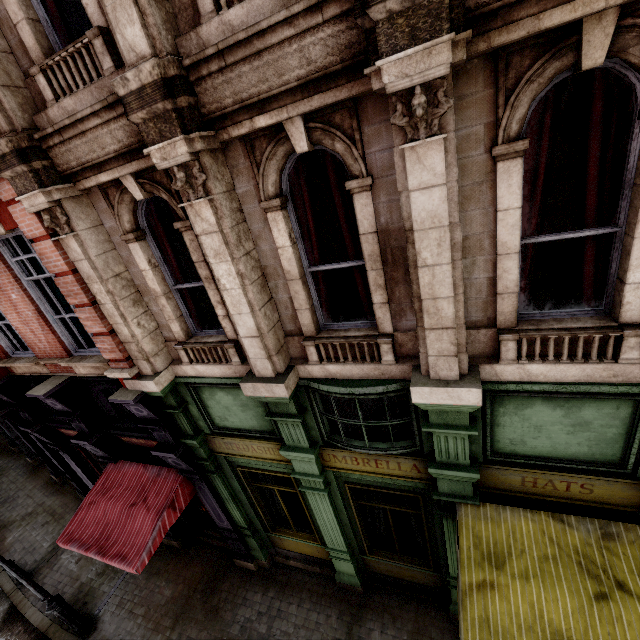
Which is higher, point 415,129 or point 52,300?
point 415,129

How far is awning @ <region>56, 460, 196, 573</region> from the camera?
6.4m

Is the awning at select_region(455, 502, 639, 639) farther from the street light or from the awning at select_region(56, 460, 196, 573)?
the street light

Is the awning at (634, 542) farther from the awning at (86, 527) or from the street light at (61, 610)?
the street light at (61, 610)

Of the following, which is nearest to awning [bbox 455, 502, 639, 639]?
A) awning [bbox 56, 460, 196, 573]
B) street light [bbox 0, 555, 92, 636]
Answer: awning [bbox 56, 460, 196, 573]

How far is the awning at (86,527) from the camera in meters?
6.4 m
